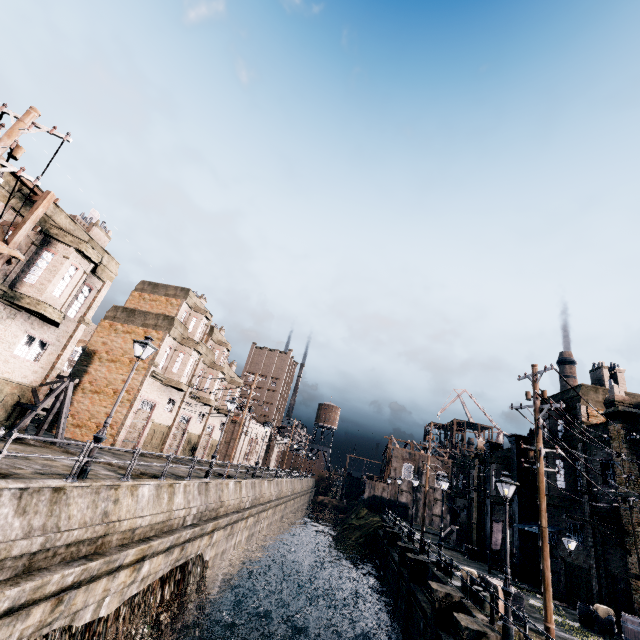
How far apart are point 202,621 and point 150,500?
11.4 meters

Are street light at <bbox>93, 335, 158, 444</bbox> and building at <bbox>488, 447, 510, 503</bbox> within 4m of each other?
no

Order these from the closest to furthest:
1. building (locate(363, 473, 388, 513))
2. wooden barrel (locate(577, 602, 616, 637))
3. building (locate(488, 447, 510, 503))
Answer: wooden barrel (locate(577, 602, 616, 637)) → building (locate(488, 447, 510, 503)) → building (locate(363, 473, 388, 513))

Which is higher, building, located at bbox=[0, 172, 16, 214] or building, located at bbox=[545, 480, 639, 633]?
building, located at bbox=[0, 172, 16, 214]

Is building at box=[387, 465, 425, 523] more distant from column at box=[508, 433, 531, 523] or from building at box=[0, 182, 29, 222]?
building at box=[0, 182, 29, 222]

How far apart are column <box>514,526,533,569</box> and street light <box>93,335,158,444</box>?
31.9m

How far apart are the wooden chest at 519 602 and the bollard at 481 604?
0.51m

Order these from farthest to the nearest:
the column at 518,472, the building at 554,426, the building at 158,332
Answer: the column at 518,472
the building at 554,426
the building at 158,332
